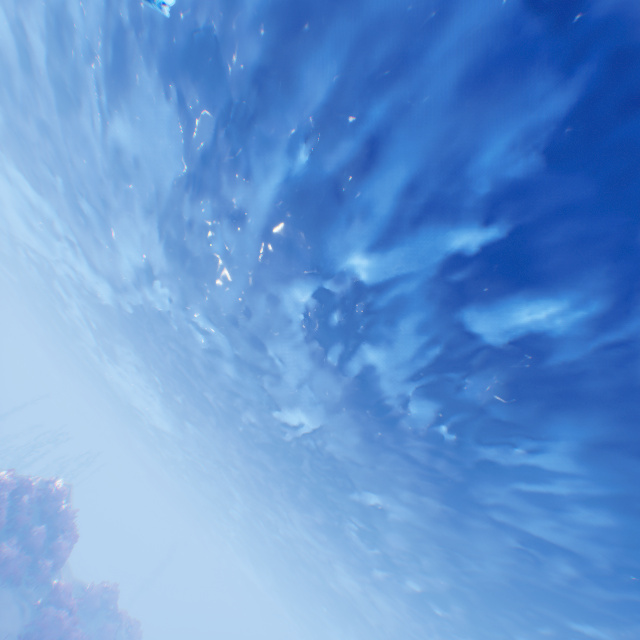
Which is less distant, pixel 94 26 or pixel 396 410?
pixel 94 26
